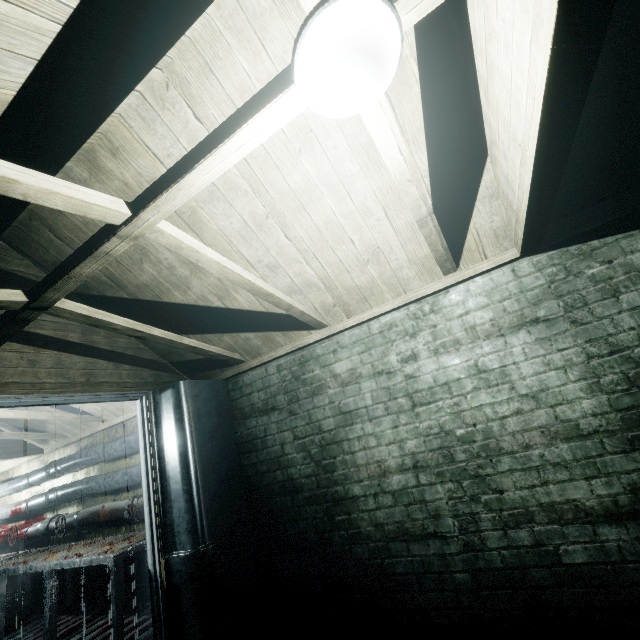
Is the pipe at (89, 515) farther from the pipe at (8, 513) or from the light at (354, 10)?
the light at (354, 10)

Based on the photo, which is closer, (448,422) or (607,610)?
(607,610)

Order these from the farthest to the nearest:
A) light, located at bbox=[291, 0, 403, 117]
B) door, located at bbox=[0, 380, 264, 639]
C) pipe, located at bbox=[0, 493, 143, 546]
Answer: pipe, located at bbox=[0, 493, 143, 546] < door, located at bbox=[0, 380, 264, 639] < light, located at bbox=[291, 0, 403, 117]

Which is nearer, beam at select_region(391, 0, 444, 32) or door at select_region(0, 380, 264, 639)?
beam at select_region(391, 0, 444, 32)

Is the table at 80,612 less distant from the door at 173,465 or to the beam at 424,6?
the door at 173,465

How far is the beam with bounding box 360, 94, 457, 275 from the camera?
1.2m

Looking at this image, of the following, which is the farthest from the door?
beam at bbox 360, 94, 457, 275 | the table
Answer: beam at bbox 360, 94, 457, 275

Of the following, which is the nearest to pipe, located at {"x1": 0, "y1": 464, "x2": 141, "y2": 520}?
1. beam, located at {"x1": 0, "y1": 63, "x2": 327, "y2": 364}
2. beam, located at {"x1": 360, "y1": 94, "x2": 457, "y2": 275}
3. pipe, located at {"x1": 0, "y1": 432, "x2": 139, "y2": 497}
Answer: pipe, located at {"x1": 0, "y1": 432, "x2": 139, "y2": 497}
